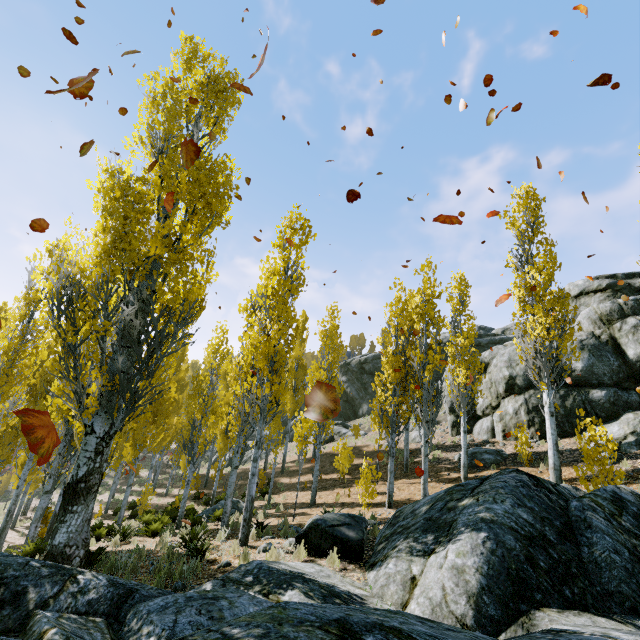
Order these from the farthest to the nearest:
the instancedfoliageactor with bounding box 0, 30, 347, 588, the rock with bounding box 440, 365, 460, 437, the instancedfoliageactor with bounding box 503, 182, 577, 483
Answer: the rock with bounding box 440, 365, 460, 437
the instancedfoliageactor with bounding box 503, 182, 577, 483
the instancedfoliageactor with bounding box 0, 30, 347, 588

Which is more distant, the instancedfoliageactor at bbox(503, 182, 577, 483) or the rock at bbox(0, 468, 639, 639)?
the instancedfoliageactor at bbox(503, 182, 577, 483)

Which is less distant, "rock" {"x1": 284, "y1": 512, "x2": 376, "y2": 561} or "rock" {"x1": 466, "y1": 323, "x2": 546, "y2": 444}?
"rock" {"x1": 284, "y1": 512, "x2": 376, "y2": 561}

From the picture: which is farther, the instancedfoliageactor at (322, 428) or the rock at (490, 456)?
the rock at (490, 456)

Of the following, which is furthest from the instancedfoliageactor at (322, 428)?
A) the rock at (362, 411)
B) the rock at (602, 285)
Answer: the rock at (362, 411)

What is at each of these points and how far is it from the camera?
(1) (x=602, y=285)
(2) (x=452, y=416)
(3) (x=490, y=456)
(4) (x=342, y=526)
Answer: (1) rock, 23.1m
(2) rock, 22.6m
(3) rock, 16.3m
(4) rock, 7.6m

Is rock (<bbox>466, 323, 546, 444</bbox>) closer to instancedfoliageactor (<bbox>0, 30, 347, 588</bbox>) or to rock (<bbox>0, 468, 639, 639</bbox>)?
instancedfoliageactor (<bbox>0, 30, 347, 588</bbox>)
